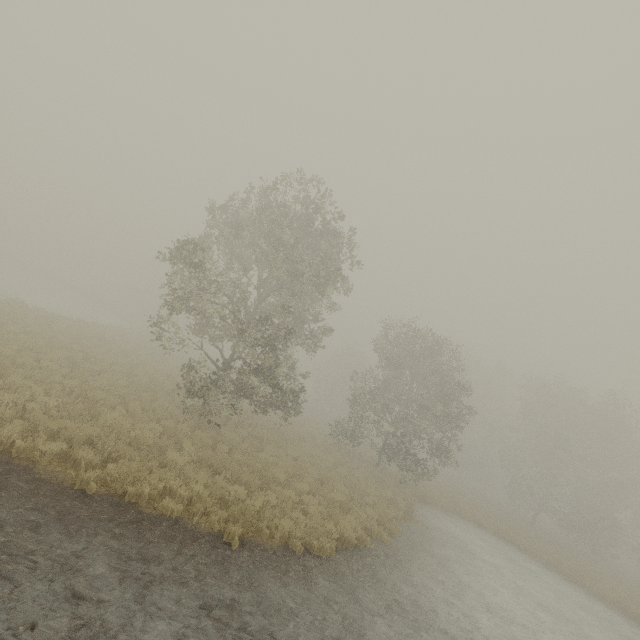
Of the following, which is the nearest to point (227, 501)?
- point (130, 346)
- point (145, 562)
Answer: point (145, 562)
